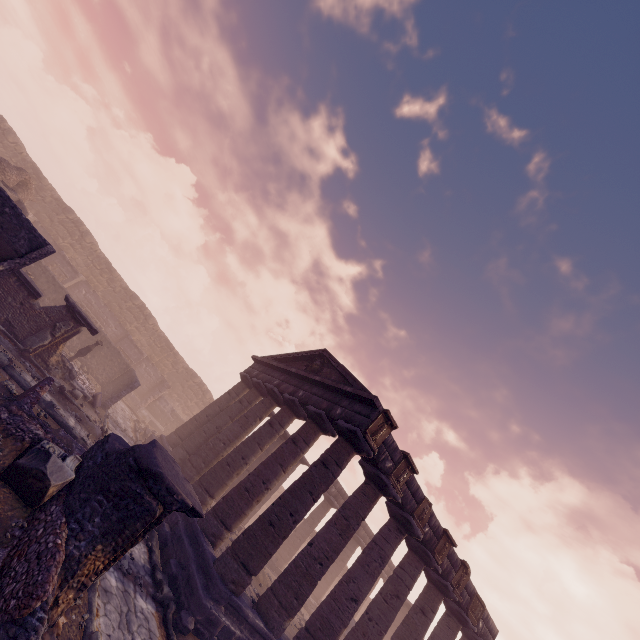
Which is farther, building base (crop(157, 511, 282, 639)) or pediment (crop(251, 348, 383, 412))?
pediment (crop(251, 348, 383, 412))

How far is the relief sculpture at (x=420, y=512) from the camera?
12.0m

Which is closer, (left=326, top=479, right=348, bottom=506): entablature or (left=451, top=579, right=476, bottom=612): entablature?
(left=451, top=579, right=476, bottom=612): entablature

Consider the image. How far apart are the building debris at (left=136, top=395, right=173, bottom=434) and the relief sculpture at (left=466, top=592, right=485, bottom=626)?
21.7m

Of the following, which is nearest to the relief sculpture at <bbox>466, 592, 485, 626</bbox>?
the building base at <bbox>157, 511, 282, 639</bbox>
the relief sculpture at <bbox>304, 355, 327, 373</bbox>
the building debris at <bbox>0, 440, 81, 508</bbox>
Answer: the building base at <bbox>157, 511, 282, 639</bbox>

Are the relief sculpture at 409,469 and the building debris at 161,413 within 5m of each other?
no

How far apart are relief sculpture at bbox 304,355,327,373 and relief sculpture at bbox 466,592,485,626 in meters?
11.9

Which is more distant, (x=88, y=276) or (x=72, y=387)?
(x=88, y=276)
